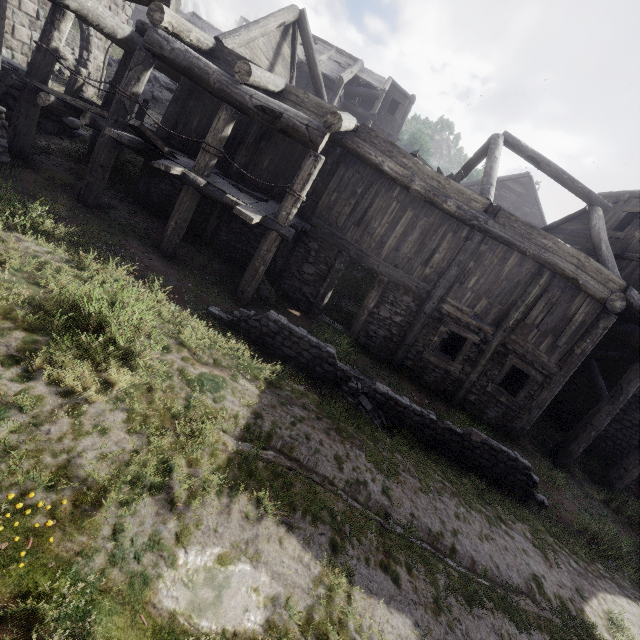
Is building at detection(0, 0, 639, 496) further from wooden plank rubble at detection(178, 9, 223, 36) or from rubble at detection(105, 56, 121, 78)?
wooden plank rubble at detection(178, 9, 223, 36)

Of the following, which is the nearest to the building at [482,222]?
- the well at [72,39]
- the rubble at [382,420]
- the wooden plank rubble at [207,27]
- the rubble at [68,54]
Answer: the rubble at [68,54]

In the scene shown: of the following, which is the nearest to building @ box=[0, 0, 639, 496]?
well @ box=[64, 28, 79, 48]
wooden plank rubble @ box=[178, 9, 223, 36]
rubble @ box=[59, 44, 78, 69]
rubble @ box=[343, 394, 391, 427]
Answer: rubble @ box=[59, 44, 78, 69]

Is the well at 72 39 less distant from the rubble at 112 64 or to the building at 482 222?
the rubble at 112 64

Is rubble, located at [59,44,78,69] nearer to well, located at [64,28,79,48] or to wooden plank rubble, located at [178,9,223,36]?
well, located at [64,28,79,48]

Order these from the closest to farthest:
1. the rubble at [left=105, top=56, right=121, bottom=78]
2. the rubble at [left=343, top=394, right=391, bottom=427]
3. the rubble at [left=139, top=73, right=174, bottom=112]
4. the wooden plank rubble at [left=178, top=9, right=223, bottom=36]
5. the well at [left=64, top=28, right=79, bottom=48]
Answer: the rubble at [left=343, top=394, right=391, bottom=427], the well at [left=64, top=28, right=79, bottom=48], the rubble at [left=105, top=56, right=121, bottom=78], the rubble at [left=139, top=73, right=174, bottom=112], the wooden plank rubble at [left=178, top=9, right=223, bottom=36]

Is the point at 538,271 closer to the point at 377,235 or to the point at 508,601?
the point at 377,235

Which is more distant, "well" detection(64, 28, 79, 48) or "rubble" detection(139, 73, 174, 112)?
"rubble" detection(139, 73, 174, 112)
